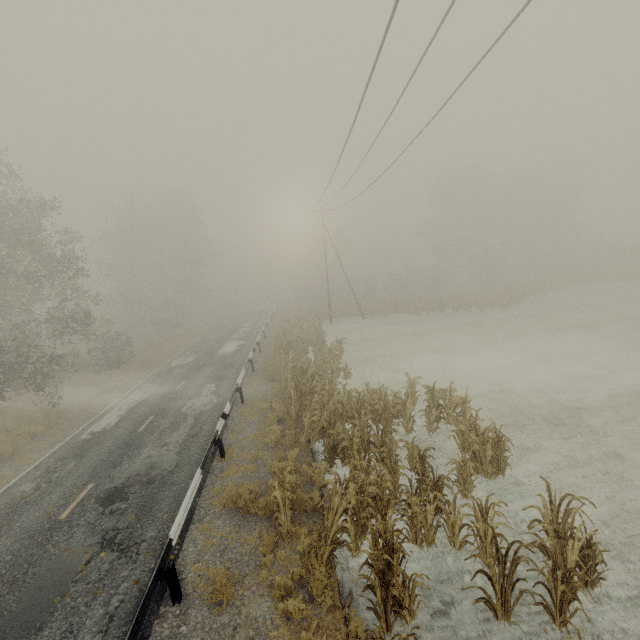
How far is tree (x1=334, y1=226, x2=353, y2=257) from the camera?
40.1m

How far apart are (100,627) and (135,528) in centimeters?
252cm

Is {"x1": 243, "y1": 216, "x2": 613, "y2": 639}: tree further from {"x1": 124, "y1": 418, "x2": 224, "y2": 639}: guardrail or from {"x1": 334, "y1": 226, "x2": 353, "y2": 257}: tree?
{"x1": 334, "y1": 226, "x2": 353, "y2": 257}: tree

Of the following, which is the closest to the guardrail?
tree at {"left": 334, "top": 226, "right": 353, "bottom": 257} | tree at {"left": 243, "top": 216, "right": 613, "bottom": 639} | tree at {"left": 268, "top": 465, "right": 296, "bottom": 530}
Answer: tree at {"left": 334, "top": 226, "right": 353, "bottom": 257}

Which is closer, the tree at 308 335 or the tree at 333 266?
the tree at 308 335

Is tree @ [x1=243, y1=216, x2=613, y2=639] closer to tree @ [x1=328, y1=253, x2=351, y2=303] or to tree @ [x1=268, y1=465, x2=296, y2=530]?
tree @ [x1=268, y1=465, x2=296, y2=530]

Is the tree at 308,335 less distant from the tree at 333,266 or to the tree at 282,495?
the tree at 282,495

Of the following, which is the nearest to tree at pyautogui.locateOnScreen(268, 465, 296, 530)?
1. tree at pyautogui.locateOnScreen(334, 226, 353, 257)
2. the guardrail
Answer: the guardrail
